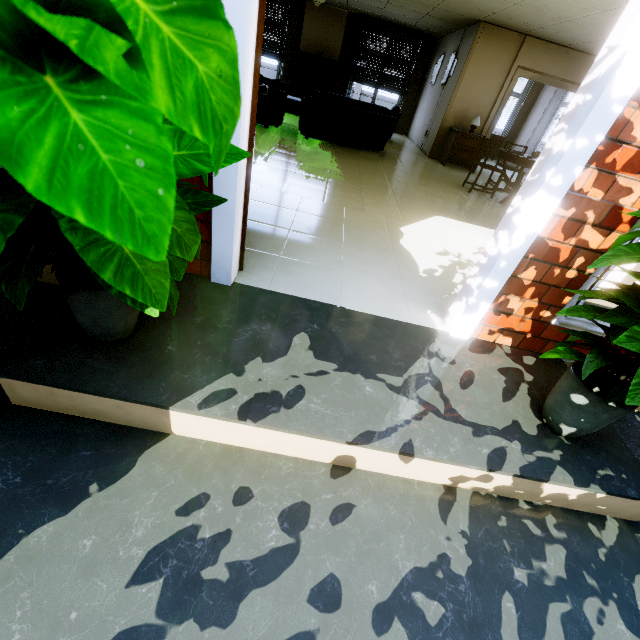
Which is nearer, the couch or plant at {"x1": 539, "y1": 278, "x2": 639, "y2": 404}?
plant at {"x1": 539, "y1": 278, "x2": 639, "y2": 404}

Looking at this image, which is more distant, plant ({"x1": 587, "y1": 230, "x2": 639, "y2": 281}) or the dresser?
the dresser

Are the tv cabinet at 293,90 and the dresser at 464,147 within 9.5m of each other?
yes

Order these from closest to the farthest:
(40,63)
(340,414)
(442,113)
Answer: (40,63) < (340,414) < (442,113)

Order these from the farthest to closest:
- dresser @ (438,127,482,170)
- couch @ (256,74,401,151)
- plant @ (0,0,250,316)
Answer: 1. dresser @ (438,127,482,170)
2. couch @ (256,74,401,151)
3. plant @ (0,0,250,316)

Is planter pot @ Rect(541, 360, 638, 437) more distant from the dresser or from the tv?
the tv

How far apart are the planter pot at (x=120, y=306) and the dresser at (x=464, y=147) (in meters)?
A: 8.66

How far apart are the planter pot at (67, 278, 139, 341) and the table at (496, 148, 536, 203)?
6.5 meters
